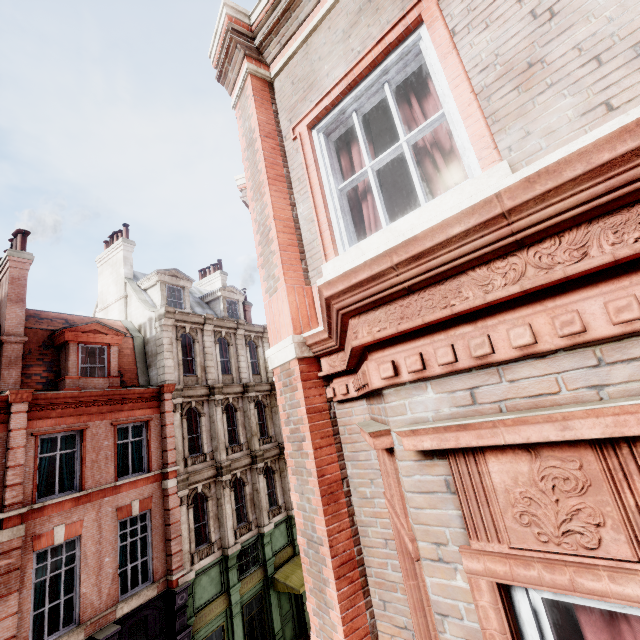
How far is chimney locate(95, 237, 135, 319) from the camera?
18.73m

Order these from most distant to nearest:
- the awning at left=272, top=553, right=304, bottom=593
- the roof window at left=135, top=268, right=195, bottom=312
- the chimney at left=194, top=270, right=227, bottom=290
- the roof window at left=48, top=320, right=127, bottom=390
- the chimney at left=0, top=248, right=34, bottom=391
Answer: the chimney at left=194, top=270, right=227, bottom=290, the roof window at left=135, top=268, right=195, bottom=312, the awning at left=272, top=553, right=304, bottom=593, the roof window at left=48, top=320, right=127, bottom=390, the chimney at left=0, top=248, right=34, bottom=391

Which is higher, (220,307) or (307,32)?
(220,307)

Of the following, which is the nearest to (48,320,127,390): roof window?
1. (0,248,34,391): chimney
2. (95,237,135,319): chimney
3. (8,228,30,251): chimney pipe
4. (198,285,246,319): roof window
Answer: (0,248,34,391): chimney

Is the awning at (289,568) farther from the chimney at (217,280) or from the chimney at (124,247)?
the chimney at (217,280)

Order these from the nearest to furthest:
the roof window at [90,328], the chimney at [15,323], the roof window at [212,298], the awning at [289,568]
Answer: the chimney at [15,323] < the roof window at [90,328] < the awning at [289,568] < the roof window at [212,298]

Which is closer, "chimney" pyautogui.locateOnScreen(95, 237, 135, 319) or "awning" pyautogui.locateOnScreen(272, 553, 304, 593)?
"awning" pyautogui.locateOnScreen(272, 553, 304, 593)

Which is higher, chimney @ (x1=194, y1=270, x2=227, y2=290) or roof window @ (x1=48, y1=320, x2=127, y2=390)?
chimney @ (x1=194, y1=270, x2=227, y2=290)
